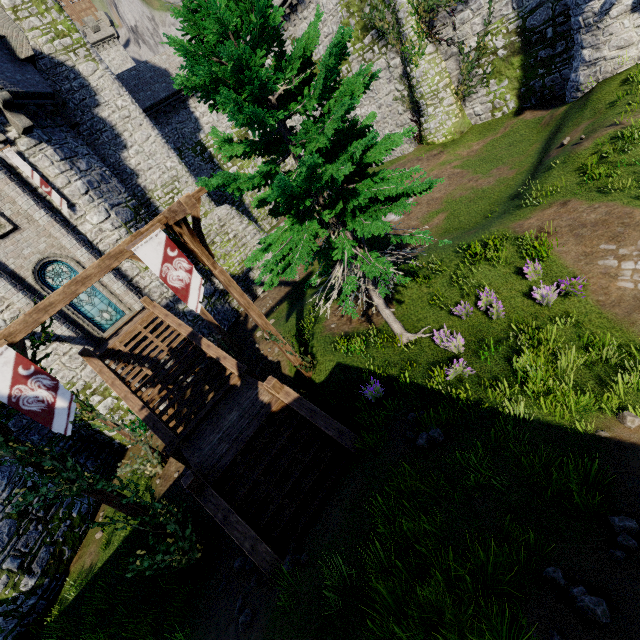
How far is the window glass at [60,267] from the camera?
14.04m

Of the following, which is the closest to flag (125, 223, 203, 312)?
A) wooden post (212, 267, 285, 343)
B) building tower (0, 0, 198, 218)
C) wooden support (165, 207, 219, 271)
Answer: wooden support (165, 207, 219, 271)

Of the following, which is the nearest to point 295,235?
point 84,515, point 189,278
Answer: point 189,278

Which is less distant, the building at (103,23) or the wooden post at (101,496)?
the wooden post at (101,496)

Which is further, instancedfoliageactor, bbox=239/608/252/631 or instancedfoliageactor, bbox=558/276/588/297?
instancedfoliageactor, bbox=558/276/588/297

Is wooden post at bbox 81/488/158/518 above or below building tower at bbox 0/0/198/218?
below

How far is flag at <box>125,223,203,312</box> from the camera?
7.3 meters

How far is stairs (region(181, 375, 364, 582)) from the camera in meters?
7.0 m
